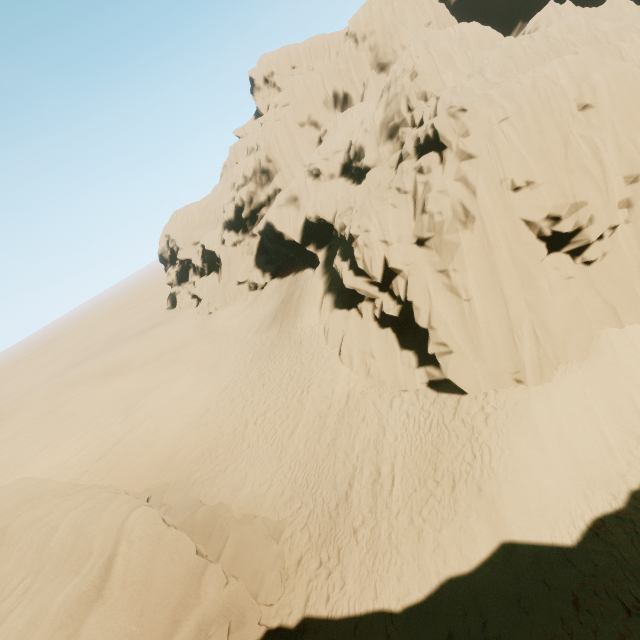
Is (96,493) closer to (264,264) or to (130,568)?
(130,568)

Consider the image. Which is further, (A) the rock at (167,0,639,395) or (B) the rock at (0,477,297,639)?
(A) the rock at (167,0,639,395)

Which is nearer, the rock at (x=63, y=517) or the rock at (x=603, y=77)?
the rock at (x=63, y=517)
